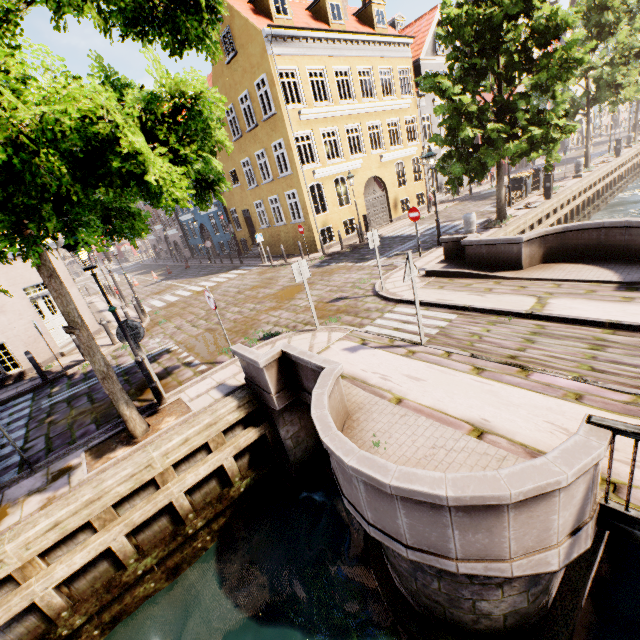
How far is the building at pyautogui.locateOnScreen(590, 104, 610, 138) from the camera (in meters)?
47.75

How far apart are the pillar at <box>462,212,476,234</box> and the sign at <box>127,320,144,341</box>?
11.95m

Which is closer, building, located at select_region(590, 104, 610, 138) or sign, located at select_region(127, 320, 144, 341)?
sign, located at select_region(127, 320, 144, 341)

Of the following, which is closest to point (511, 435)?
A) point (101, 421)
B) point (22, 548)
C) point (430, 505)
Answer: point (430, 505)

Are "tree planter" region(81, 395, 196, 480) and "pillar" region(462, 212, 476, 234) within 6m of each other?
no

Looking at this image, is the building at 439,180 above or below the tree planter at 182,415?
above

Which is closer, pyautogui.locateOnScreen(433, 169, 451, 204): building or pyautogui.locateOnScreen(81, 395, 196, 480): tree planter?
pyautogui.locateOnScreen(81, 395, 196, 480): tree planter

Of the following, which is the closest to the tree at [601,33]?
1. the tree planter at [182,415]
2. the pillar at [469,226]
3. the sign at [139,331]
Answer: the tree planter at [182,415]
